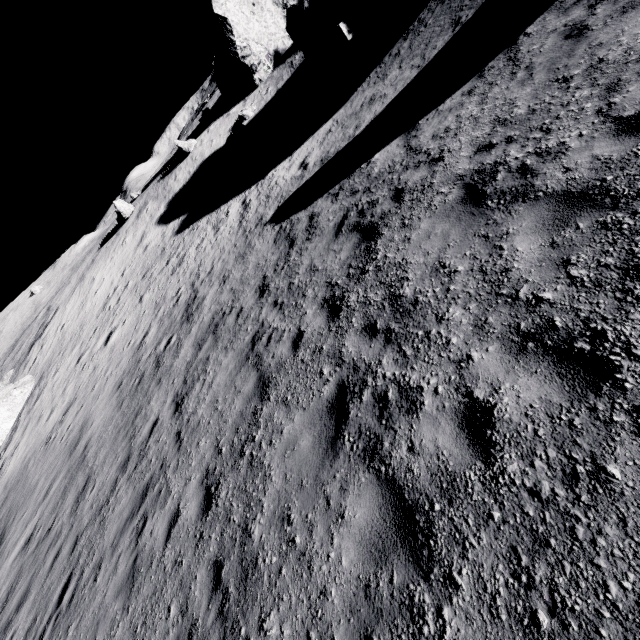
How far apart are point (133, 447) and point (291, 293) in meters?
6.6 m

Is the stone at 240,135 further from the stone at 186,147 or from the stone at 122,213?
the stone at 122,213

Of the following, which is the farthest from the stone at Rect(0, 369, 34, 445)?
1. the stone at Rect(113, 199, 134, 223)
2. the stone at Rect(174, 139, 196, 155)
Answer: the stone at Rect(174, 139, 196, 155)

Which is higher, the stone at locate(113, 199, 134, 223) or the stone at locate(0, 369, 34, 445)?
the stone at locate(113, 199, 134, 223)

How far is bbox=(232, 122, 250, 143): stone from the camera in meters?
27.6

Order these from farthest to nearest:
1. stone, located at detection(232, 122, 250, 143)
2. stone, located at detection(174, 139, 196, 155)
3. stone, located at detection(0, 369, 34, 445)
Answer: stone, located at detection(174, 139, 196, 155), stone, located at detection(232, 122, 250, 143), stone, located at detection(0, 369, 34, 445)

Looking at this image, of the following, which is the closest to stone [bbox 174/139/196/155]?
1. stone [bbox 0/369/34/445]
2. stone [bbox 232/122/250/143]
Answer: stone [bbox 232/122/250/143]

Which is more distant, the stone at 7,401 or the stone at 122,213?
the stone at 122,213
